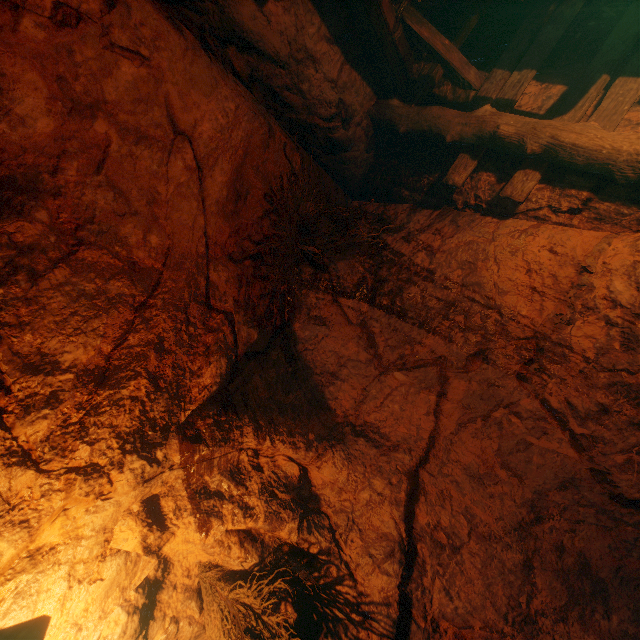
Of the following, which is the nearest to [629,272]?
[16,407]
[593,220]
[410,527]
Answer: Answer: [593,220]

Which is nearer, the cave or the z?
the z

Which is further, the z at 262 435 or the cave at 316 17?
the cave at 316 17
